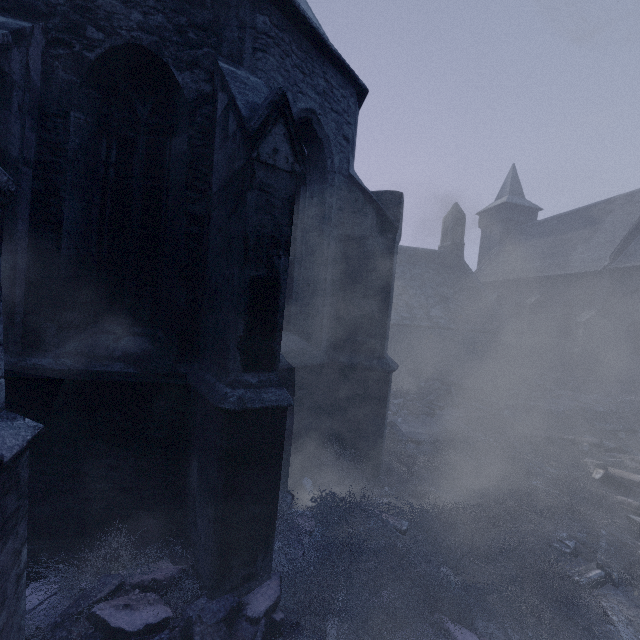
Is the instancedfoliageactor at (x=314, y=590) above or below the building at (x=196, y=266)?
below

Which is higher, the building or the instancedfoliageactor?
the building

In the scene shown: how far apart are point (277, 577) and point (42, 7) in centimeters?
697cm
